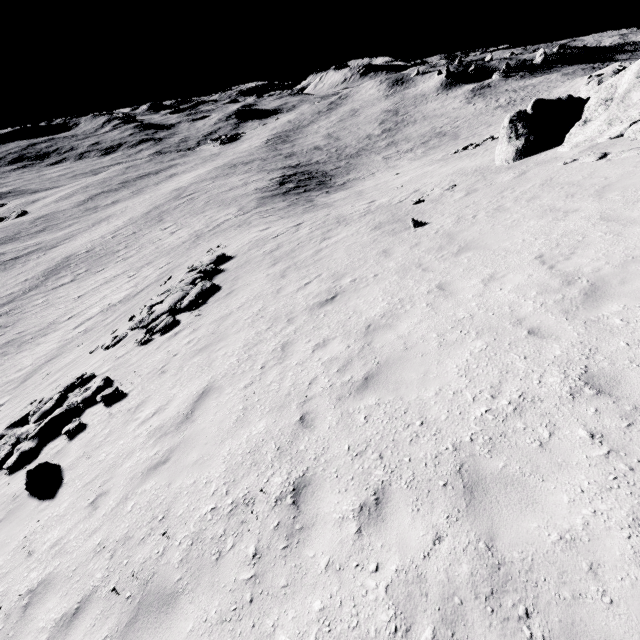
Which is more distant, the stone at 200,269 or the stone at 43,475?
the stone at 200,269

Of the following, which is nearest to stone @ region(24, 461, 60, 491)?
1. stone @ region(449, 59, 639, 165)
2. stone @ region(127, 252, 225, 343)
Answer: stone @ region(127, 252, 225, 343)

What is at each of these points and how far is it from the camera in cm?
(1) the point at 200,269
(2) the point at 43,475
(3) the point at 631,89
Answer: (1) stone, 1775
(2) stone, 711
(3) stone, 1341

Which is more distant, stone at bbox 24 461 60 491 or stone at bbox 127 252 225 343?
stone at bbox 127 252 225 343

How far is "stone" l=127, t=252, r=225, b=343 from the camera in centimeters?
1347cm

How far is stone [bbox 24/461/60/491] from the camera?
6.9 meters

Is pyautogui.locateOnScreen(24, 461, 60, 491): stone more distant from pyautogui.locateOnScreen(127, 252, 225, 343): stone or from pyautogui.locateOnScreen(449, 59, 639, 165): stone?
pyautogui.locateOnScreen(449, 59, 639, 165): stone

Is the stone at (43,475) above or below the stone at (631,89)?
below
